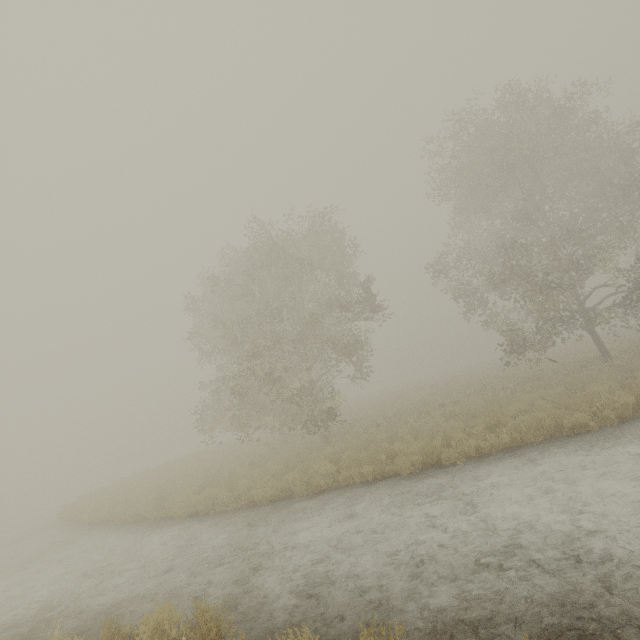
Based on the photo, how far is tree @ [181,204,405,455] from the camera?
17.3m

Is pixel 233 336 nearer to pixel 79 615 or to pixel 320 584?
pixel 79 615

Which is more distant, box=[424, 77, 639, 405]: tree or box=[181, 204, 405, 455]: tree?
box=[181, 204, 405, 455]: tree

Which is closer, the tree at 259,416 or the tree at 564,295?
the tree at 564,295

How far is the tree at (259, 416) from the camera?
17.3 meters
